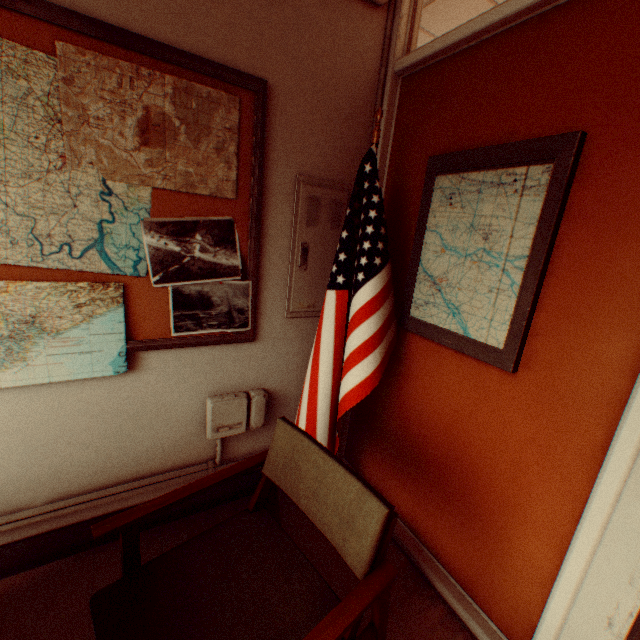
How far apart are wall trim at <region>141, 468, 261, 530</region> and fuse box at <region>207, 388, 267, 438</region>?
0.4 meters

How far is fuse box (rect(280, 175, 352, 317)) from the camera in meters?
2.0 m

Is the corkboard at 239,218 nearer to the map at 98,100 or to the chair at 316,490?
the map at 98,100

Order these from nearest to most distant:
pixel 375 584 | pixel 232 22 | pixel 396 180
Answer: pixel 375 584 < pixel 232 22 < pixel 396 180

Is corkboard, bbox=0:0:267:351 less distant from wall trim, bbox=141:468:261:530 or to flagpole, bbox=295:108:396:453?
flagpole, bbox=295:108:396:453

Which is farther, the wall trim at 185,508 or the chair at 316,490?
the wall trim at 185,508

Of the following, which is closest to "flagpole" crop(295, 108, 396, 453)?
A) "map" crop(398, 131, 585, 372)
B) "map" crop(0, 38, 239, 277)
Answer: "map" crop(398, 131, 585, 372)

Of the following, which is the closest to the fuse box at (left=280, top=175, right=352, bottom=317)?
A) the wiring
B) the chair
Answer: the wiring
